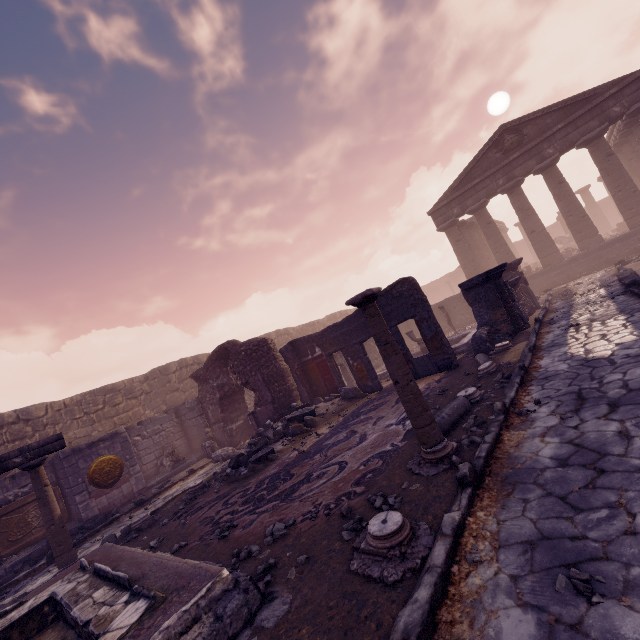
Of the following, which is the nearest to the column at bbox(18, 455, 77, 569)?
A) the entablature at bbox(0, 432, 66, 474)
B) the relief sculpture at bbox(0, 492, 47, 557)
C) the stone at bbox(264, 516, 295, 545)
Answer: the entablature at bbox(0, 432, 66, 474)

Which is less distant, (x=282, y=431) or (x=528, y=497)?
(x=528, y=497)

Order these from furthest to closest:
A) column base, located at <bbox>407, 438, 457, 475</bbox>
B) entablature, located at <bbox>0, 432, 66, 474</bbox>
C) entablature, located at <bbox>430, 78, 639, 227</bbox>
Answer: entablature, located at <bbox>430, 78, 639, 227</bbox>, entablature, located at <bbox>0, 432, 66, 474</bbox>, column base, located at <bbox>407, 438, 457, 475</bbox>

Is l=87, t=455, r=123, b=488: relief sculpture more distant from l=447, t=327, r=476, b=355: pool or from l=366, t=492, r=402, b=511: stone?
l=366, t=492, r=402, b=511: stone

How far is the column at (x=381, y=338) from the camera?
4.3 meters

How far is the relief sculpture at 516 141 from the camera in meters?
18.4 m

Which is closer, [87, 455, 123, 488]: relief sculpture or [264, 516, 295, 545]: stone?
[264, 516, 295, 545]: stone

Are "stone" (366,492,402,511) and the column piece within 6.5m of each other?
yes
